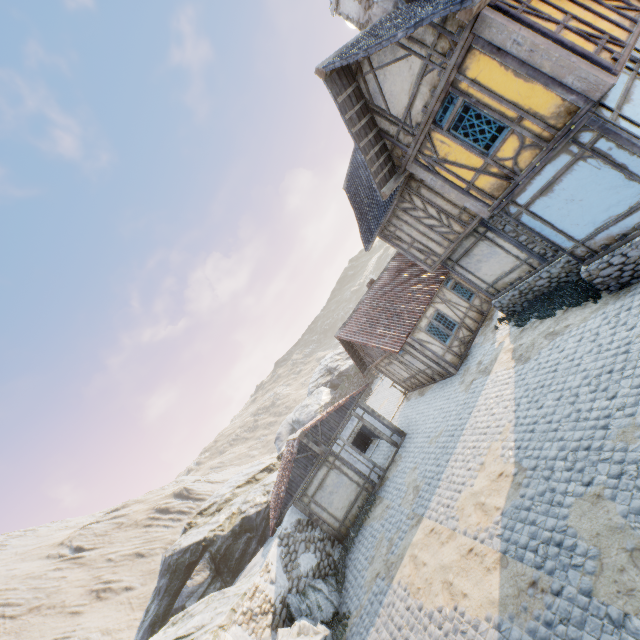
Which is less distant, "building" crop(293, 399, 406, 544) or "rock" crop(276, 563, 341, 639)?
"rock" crop(276, 563, 341, 639)

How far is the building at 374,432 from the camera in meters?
14.7 m

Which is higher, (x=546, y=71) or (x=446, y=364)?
(x=546, y=71)

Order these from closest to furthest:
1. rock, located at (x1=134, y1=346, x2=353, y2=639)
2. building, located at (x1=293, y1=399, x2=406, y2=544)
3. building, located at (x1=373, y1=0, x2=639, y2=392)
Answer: building, located at (x1=373, y1=0, x2=639, y2=392)
rock, located at (x1=134, y1=346, x2=353, y2=639)
building, located at (x1=293, y1=399, x2=406, y2=544)

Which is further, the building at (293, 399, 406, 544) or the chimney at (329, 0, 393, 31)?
the building at (293, 399, 406, 544)

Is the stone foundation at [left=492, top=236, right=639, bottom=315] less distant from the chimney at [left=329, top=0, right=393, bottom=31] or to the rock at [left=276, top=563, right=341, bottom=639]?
the chimney at [left=329, top=0, right=393, bottom=31]

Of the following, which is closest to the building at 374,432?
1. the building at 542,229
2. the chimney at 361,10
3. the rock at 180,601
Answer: the rock at 180,601
